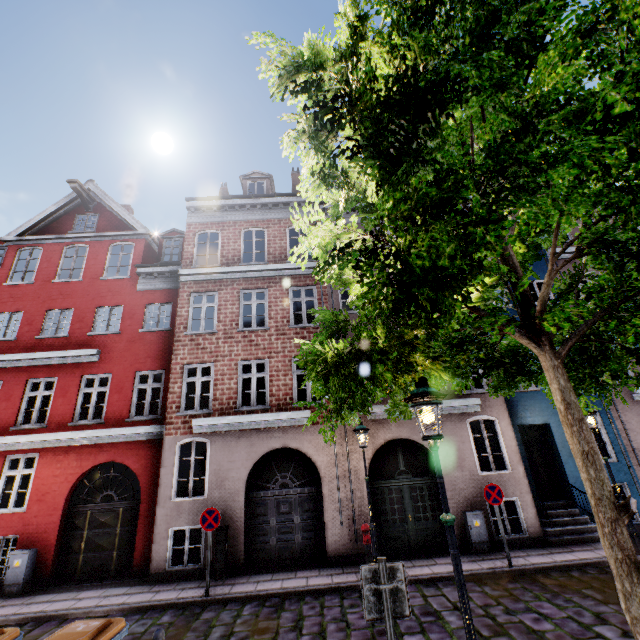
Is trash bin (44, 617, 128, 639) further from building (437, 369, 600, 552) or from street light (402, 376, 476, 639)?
building (437, 369, 600, 552)

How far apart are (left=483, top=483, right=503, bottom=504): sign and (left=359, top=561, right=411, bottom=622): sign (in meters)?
6.88

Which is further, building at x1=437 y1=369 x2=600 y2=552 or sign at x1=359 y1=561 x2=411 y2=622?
building at x1=437 y1=369 x2=600 y2=552

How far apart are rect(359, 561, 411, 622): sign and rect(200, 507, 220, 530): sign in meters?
6.5

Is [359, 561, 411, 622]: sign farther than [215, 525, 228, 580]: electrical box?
No

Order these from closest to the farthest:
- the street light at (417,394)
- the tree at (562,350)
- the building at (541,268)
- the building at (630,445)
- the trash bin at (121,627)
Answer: the tree at (562,350)
the street light at (417,394)
the trash bin at (121,627)
the building at (630,445)
the building at (541,268)

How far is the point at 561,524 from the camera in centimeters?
1021cm

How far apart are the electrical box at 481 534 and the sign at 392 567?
7.99m
